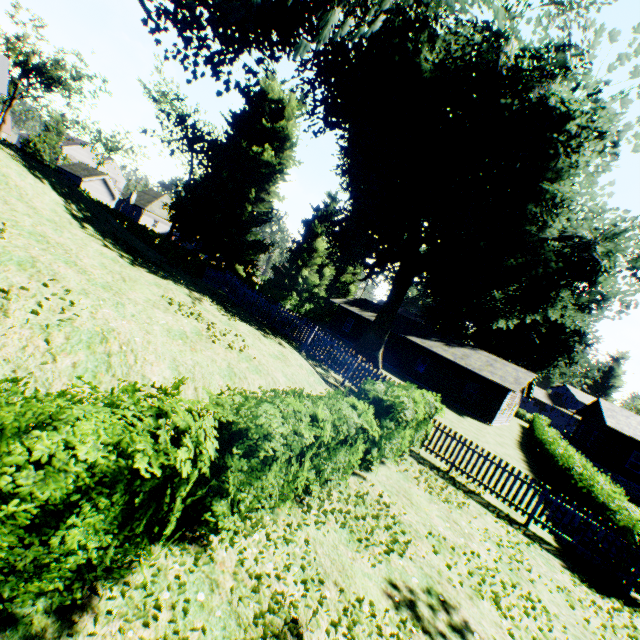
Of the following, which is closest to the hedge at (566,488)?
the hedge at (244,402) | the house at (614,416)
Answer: the house at (614,416)

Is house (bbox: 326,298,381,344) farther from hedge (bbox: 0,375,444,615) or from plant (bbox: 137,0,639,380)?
hedge (bbox: 0,375,444,615)

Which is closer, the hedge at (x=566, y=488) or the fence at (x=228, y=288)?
the hedge at (x=566, y=488)

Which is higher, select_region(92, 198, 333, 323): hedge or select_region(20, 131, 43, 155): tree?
select_region(20, 131, 43, 155): tree

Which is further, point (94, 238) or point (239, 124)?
point (239, 124)

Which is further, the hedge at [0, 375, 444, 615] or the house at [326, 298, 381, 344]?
the house at [326, 298, 381, 344]

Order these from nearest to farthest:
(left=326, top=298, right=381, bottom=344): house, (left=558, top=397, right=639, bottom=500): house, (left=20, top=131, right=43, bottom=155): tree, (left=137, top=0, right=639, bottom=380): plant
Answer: (left=137, top=0, right=639, bottom=380): plant < (left=558, top=397, right=639, bottom=500): house < (left=326, top=298, right=381, bottom=344): house < (left=20, top=131, right=43, bottom=155): tree

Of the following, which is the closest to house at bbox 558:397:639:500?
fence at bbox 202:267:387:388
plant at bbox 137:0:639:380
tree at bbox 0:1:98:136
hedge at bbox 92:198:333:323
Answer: plant at bbox 137:0:639:380
